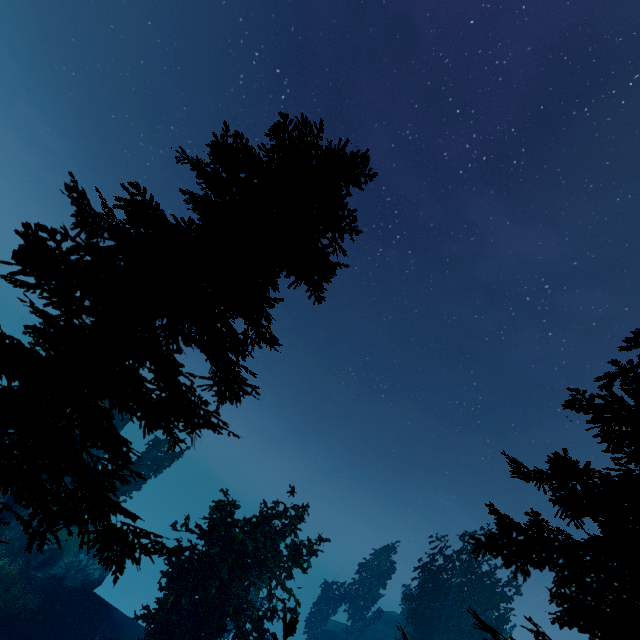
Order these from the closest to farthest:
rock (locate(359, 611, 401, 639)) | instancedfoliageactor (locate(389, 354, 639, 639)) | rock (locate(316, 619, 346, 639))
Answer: instancedfoliageactor (locate(389, 354, 639, 639)) → rock (locate(316, 619, 346, 639)) → rock (locate(359, 611, 401, 639))

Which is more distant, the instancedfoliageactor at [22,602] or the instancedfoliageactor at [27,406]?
the instancedfoliageactor at [22,602]

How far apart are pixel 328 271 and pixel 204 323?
2.8 meters

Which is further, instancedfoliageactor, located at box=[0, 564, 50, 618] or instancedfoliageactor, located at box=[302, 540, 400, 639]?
instancedfoliageactor, located at box=[302, 540, 400, 639]

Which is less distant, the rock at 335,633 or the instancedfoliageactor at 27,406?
the instancedfoliageactor at 27,406

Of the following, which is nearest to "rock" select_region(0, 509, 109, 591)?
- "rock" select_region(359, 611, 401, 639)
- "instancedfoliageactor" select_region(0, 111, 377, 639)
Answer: "instancedfoliageactor" select_region(0, 111, 377, 639)
